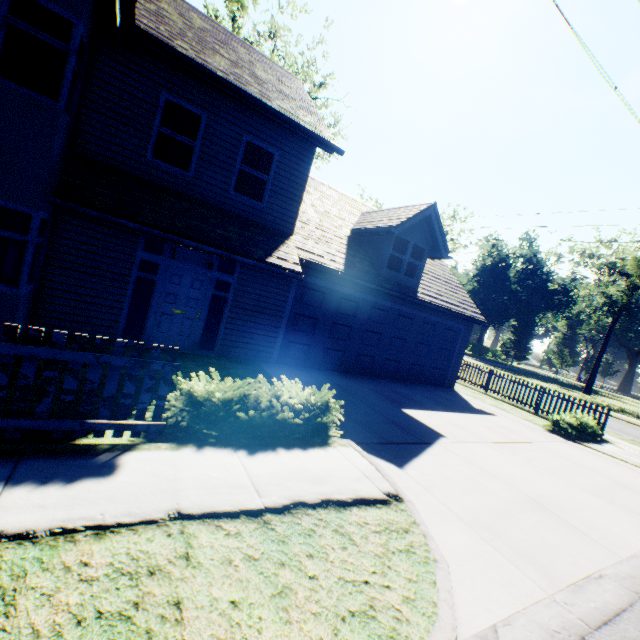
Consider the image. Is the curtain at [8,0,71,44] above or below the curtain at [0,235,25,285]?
above

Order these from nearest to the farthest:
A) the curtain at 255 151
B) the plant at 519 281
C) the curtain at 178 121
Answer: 1. the curtain at 178 121
2. the curtain at 255 151
3. the plant at 519 281

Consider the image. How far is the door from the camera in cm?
838

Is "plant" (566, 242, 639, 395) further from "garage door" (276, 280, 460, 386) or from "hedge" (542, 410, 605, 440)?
"garage door" (276, 280, 460, 386)

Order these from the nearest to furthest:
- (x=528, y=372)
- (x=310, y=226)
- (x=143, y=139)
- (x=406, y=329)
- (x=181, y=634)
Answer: (x=181, y=634), (x=143, y=139), (x=310, y=226), (x=406, y=329), (x=528, y=372)

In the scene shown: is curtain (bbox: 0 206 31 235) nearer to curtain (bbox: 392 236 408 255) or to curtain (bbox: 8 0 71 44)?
curtain (bbox: 8 0 71 44)

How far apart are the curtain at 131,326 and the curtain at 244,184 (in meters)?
3.25

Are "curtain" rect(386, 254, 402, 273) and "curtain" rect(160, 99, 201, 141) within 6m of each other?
no
